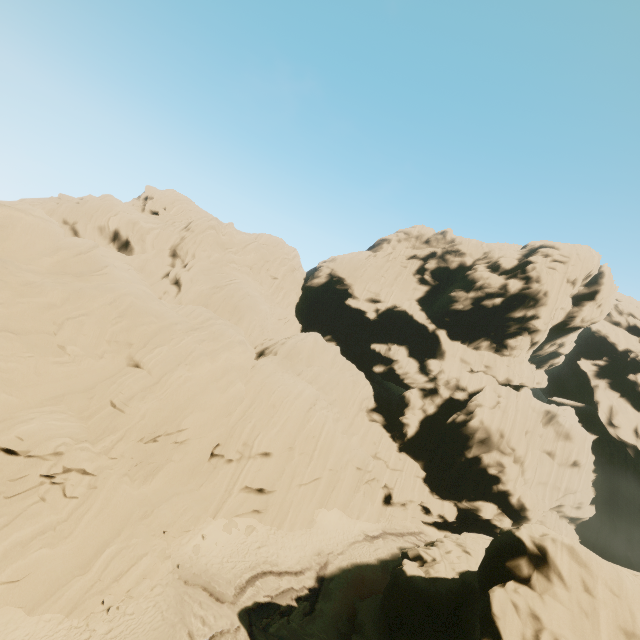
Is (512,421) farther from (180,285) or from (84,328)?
(84,328)
